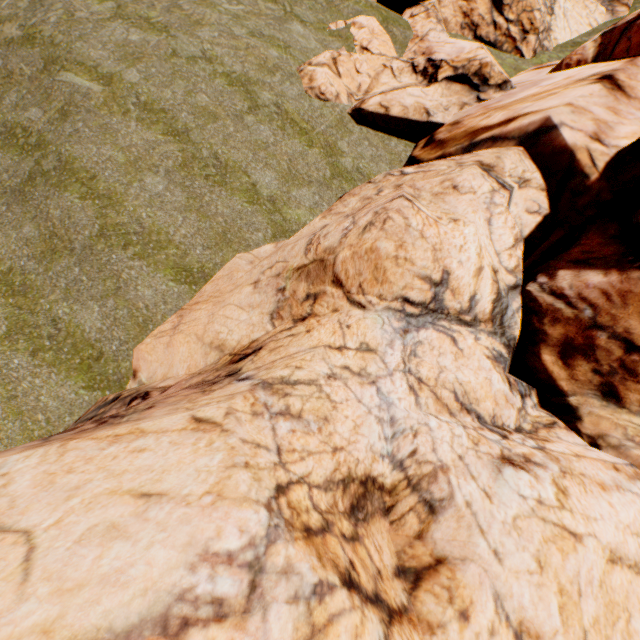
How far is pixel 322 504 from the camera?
3.06m
